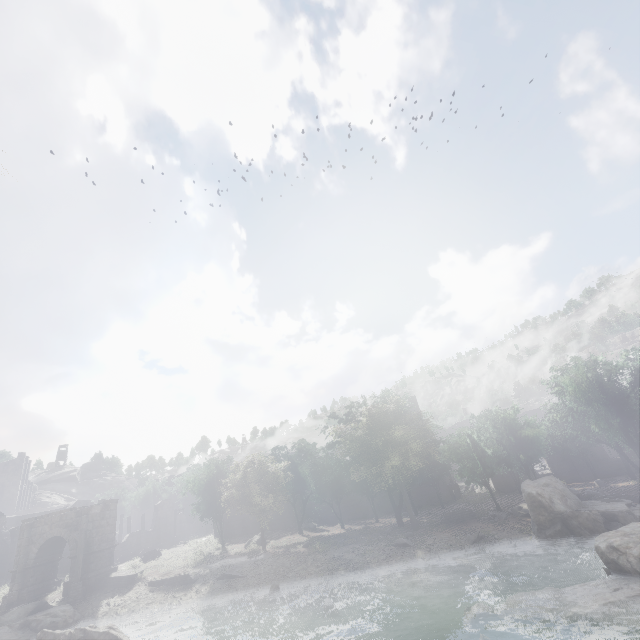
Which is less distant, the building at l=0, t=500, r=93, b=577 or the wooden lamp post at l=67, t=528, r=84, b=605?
the wooden lamp post at l=67, t=528, r=84, b=605

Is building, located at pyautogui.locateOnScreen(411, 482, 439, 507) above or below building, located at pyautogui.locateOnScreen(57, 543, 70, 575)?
below

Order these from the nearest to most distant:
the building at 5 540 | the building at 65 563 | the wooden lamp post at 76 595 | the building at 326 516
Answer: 1. the wooden lamp post at 76 595
2. the building at 65 563
3. the building at 5 540
4. the building at 326 516

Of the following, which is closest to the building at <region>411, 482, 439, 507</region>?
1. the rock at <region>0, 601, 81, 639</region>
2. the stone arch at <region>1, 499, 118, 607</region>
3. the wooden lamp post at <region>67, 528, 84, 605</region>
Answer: the stone arch at <region>1, 499, 118, 607</region>

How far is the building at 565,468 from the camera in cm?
3854

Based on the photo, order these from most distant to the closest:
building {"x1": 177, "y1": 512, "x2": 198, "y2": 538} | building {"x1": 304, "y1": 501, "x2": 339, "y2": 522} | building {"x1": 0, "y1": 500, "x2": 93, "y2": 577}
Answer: building {"x1": 177, "y1": 512, "x2": 198, "y2": 538}, building {"x1": 304, "y1": 501, "x2": 339, "y2": 522}, building {"x1": 0, "y1": 500, "x2": 93, "y2": 577}

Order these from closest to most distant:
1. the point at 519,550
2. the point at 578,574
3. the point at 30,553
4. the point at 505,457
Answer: the point at 578,574, the point at 519,550, the point at 30,553, the point at 505,457
